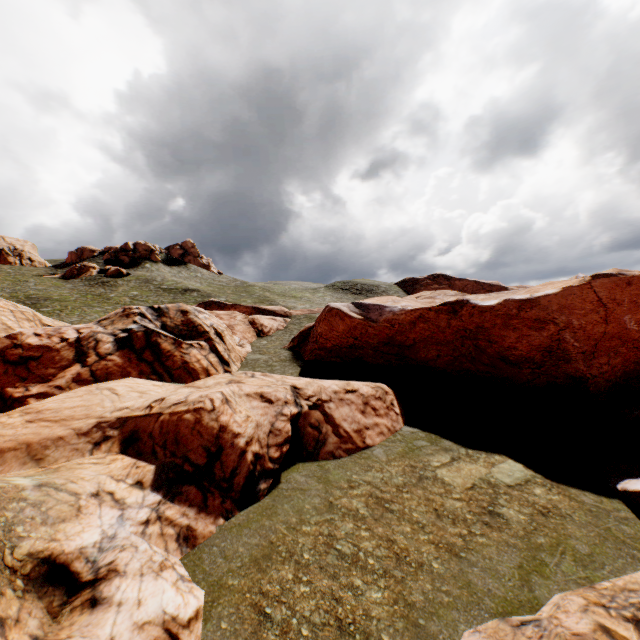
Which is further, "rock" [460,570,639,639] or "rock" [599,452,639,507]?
"rock" [599,452,639,507]

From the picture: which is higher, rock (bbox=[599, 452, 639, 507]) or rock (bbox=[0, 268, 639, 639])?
rock (bbox=[0, 268, 639, 639])

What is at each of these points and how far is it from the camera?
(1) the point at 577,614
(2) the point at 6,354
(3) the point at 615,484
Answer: (1) rock, 7.50m
(2) rock, 18.53m
(3) rock, 14.28m

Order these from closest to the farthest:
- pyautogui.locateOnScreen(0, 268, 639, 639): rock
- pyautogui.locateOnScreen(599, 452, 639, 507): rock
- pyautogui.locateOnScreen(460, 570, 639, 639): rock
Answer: pyautogui.locateOnScreen(460, 570, 639, 639): rock
pyautogui.locateOnScreen(0, 268, 639, 639): rock
pyautogui.locateOnScreen(599, 452, 639, 507): rock

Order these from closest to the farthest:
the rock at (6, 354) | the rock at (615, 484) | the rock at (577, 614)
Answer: the rock at (577, 614)
the rock at (6, 354)
the rock at (615, 484)

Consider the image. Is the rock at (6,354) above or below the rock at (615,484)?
above
